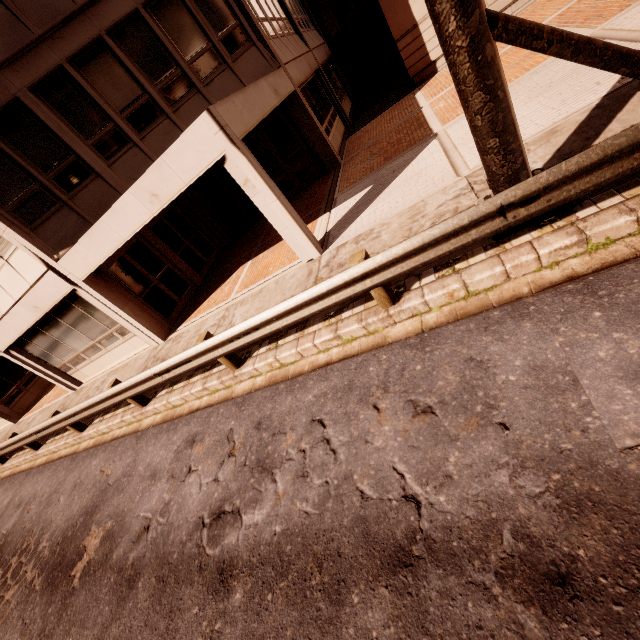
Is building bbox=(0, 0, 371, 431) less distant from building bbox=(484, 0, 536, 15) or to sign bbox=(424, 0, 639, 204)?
building bbox=(484, 0, 536, 15)

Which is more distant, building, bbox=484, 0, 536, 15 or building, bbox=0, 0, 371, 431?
building, bbox=484, 0, 536, 15

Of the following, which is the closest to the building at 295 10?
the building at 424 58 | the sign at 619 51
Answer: the building at 424 58

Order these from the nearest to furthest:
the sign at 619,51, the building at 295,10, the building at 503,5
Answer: the sign at 619,51
the building at 295,10
the building at 503,5

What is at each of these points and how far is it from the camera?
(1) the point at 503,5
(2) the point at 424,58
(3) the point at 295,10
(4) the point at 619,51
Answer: (1) building, 11.9m
(2) building, 13.2m
(3) building, 17.5m
(4) sign, 3.4m

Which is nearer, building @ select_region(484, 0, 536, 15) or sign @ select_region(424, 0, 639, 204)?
sign @ select_region(424, 0, 639, 204)
